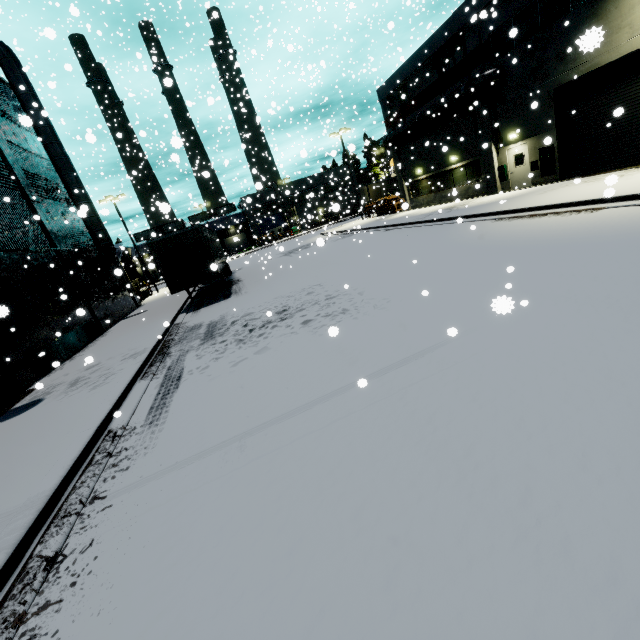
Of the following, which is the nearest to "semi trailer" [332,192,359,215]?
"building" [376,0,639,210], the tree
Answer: "building" [376,0,639,210]

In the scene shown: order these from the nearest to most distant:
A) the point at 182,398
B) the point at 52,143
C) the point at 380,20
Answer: the point at 182,398, the point at 52,143, the point at 380,20

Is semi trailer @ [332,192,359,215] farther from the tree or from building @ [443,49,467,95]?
the tree

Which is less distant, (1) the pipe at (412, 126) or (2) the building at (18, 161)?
(2) the building at (18, 161)

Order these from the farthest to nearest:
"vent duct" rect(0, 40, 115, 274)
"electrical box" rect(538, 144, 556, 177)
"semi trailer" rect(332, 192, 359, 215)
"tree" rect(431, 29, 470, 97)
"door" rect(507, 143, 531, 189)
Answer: "tree" rect(431, 29, 470, 97), "door" rect(507, 143, 531, 189), "electrical box" rect(538, 144, 556, 177), "vent duct" rect(0, 40, 115, 274), "semi trailer" rect(332, 192, 359, 215)

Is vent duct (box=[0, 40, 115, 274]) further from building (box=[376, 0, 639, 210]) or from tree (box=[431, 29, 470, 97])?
tree (box=[431, 29, 470, 97])

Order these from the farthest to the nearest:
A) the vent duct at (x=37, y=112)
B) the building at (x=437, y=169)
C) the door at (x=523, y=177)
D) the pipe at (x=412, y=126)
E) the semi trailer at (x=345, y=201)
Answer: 1. the door at (x=523, y=177)
2. the pipe at (x=412, y=126)
3. the vent duct at (x=37, y=112)
4. the building at (x=437, y=169)
5. the semi trailer at (x=345, y=201)

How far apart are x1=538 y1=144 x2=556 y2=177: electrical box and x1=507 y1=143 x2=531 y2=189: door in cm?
82
